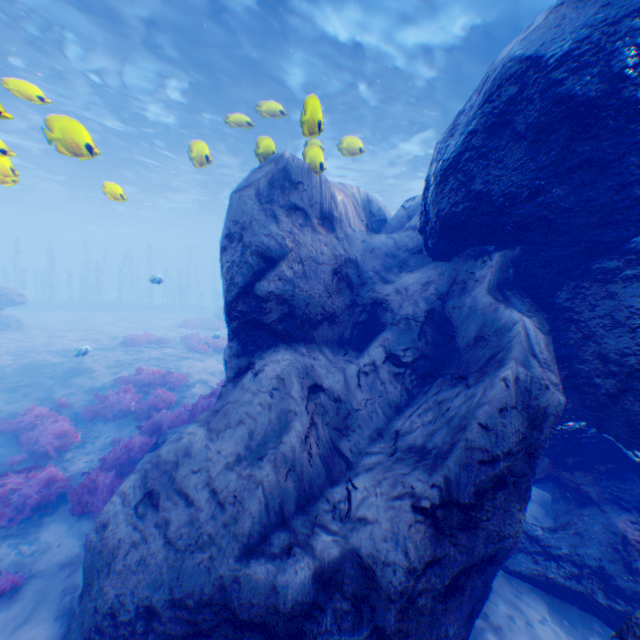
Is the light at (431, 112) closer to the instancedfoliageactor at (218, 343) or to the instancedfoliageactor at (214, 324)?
the instancedfoliageactor at (218, 343)

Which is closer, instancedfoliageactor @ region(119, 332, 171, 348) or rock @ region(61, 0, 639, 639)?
rock @ region(61, 0, 639, 639)

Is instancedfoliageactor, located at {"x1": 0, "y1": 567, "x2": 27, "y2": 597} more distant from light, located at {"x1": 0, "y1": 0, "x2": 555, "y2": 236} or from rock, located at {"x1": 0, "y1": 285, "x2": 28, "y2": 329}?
light, located at {"x1": 0, "y1": 0, "x2": 555, "y2": 236}

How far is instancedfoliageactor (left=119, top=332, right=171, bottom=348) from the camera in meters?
17.7

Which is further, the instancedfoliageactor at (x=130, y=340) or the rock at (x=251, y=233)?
the instancedfoliageactor at (x=130, y=340)

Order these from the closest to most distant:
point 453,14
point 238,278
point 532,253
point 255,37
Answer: point 532,253 < point 238,278 < point 453,14 < point 255,37

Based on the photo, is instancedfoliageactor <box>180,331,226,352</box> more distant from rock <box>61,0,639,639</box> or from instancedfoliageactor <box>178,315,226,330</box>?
instancedfoliageactor <box>178,315,226,330</box>

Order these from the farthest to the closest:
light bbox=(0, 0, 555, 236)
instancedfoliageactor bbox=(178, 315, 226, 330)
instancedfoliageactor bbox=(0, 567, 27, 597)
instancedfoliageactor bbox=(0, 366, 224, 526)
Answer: instancedfoliageactor bbox=(178, 315, 226, 330) → light bbox=(0, 0, 555, 236) → instancedfoliageactor bbox=(0, 366, 224, 526) → instancedfoliageactor bbox=(0, 567, 27, 597)
